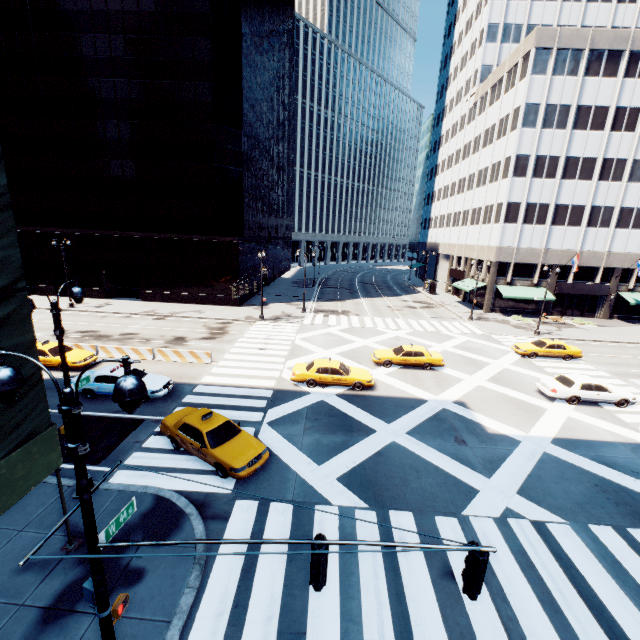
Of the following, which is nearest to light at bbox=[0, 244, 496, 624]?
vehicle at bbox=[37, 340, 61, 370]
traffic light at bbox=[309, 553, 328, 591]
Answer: traffic light at bbox=[309, 553, 328, 591]

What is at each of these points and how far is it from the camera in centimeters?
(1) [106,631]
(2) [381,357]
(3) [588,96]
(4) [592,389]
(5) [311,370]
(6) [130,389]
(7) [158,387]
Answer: (1) light, 579cm
(2) vehicle, 2386cm
(3) building, 3744cm
(4) vehicle, 1950cm
(5) vehicle, 2006cm
(6) light, 445cm
(7) vehicle, 1770cm

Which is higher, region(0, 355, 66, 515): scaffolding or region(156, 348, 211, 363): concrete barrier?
region(0, 355, 66, 515): scaffolding

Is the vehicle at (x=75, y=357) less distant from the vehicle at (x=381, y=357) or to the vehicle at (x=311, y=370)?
the vehicle at (x=311, y=370)

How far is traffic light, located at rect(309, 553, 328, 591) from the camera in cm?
514

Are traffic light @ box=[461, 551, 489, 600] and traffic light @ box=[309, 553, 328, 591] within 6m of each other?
yes

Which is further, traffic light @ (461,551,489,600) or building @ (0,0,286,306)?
building @ (0,0,286,306)

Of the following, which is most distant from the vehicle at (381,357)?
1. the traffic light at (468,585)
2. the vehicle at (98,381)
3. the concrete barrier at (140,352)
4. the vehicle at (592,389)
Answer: the traffic light at (468,585)
